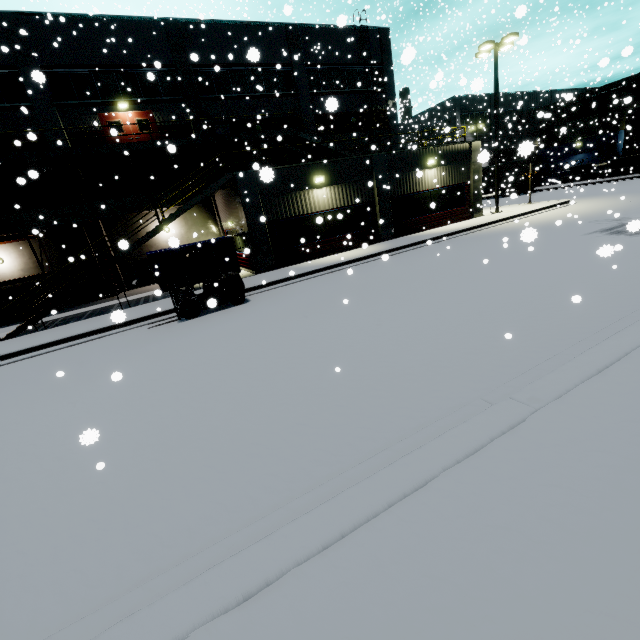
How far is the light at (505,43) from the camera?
18.92m

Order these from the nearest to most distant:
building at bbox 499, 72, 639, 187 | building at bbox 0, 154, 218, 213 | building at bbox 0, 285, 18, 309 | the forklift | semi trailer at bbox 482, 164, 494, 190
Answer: the forklift, building at bbox 0, 154, 218, 213, building at bbox 0, 285, 18, 309, building at bbox 499, 72, 639, 187, semi trailer at bbox 482, 164, 494, 190

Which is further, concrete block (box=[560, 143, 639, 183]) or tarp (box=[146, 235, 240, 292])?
concrete block (box=[560, 143, 639, 183])

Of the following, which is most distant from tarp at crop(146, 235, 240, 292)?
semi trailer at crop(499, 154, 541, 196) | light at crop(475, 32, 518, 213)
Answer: semi trailer at crop(499, 154, 541, 196)

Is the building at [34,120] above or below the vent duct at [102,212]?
above

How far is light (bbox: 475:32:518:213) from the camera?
18.92m

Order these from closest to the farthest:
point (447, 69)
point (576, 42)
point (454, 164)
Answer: point (576, 42) < point (454, 164) < point (447, 69)

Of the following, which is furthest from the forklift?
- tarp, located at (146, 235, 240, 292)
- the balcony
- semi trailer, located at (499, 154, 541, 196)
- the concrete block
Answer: semi trailer, located at (499, 154, 541, 196)
